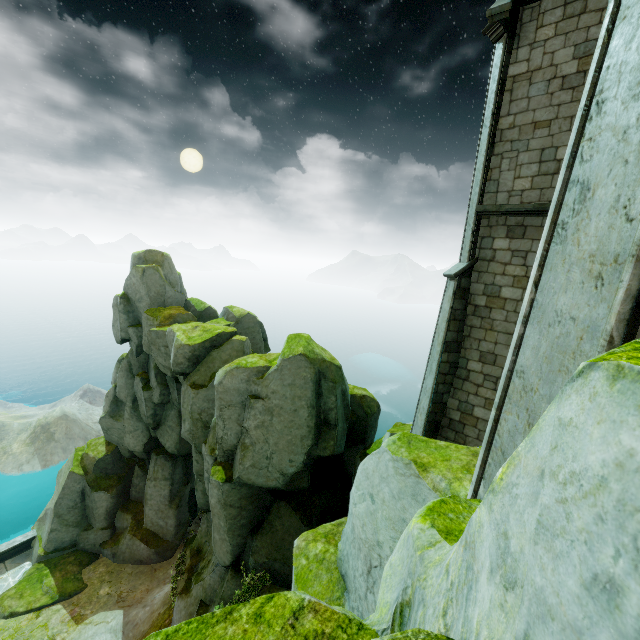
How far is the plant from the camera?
10.9 meters

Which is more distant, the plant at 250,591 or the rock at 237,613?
the plant at 250,591

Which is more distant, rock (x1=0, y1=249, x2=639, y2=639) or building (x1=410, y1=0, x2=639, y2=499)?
building (x1=410, y1=0, x2=639, y2=499)

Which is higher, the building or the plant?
the building

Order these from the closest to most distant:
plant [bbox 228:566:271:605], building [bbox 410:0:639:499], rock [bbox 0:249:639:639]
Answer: rock [bbox 0:249:639:639] < building [bbox 410:0:639:499] < plant [bbox 228:566:271:605]

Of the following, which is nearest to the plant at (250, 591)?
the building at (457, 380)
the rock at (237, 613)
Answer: the rock at (237, 613)

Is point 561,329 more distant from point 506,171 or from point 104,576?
point 104,576

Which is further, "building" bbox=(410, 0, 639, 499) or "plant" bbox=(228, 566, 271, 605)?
"plant" bbox=(228, 566, 271, 605)
